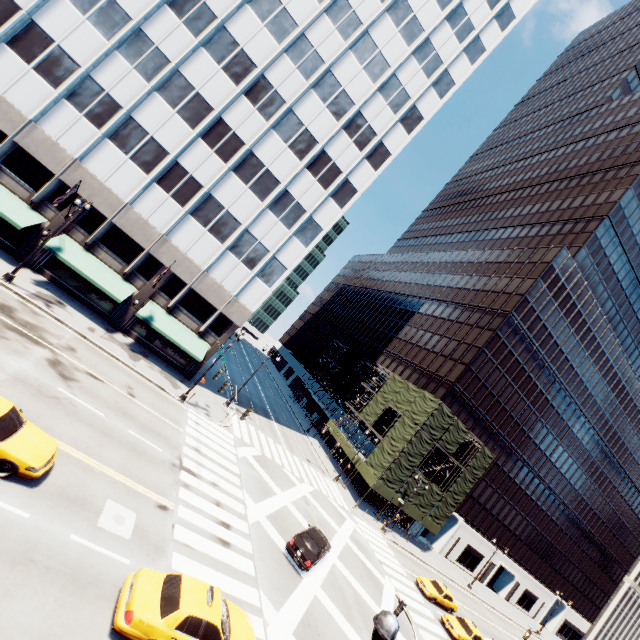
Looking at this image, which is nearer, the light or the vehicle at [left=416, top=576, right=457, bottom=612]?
the light

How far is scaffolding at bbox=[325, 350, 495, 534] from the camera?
37.8m

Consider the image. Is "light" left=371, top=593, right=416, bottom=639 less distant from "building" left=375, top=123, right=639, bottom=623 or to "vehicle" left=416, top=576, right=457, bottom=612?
"vehicle" left=416, top=576, right=457, bottom=612

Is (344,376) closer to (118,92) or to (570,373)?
(570,373)

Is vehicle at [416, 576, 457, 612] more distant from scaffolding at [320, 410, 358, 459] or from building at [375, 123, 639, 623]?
building at [375, 123, 639, 623]

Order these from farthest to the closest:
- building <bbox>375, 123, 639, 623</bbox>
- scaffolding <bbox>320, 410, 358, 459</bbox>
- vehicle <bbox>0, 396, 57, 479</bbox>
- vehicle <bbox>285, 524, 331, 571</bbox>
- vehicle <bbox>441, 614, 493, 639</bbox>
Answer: building <bbox>375, 123, 639, 623</bbox> < scaffolding <bbox>320, 410, 358, 459</bbox> < vehicle <bbox>441, 614, 493, 639</bbox> < vehicle <bbox>285, 524, 331, 571</bbox> < vehicle <bbox>0, 396, 57, 479</bbox>

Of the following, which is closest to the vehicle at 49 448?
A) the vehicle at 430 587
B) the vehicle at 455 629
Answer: the vehicle at 455 629

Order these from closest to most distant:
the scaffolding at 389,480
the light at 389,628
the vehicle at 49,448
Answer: the light at 389,628
the vehicle at 49,448
the scaffolding at 389,480
